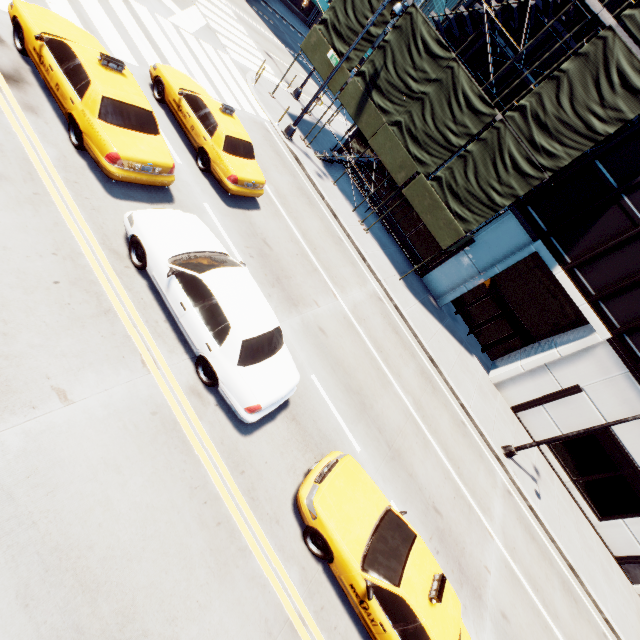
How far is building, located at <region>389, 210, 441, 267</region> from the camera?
19.84m

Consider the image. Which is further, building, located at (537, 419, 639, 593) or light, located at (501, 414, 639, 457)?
building, located at (537, 419, 639, 593)

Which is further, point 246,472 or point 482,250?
point 482,250

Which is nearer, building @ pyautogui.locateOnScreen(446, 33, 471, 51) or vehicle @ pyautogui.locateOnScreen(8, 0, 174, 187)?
vehicle @ pyautogui.locateOnScreen(8, 0, 174, 187)

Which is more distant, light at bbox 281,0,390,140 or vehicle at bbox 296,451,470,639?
light at bbox 281,0,390,140

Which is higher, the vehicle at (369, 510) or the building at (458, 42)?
the building at (458, 42)

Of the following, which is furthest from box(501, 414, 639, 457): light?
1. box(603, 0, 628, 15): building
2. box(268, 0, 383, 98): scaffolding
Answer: box(268, 0, 383, 98): scaffolding

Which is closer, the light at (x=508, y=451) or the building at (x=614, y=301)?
the light at (x=508, y=451)
